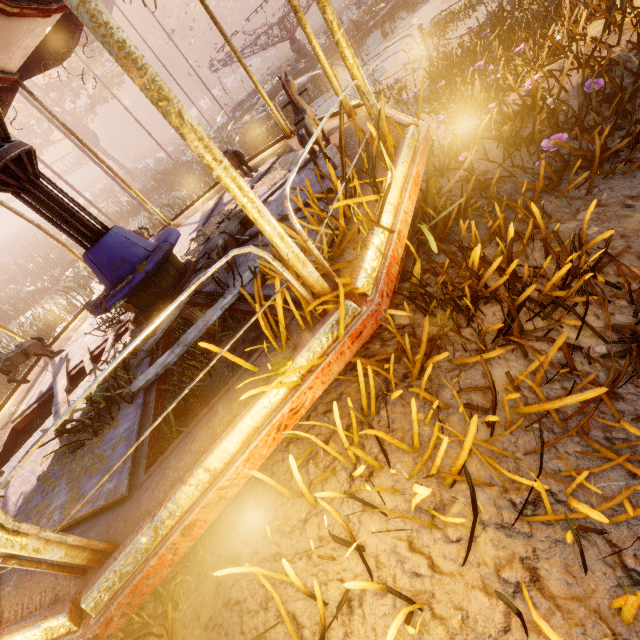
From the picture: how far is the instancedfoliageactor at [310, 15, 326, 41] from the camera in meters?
31.2

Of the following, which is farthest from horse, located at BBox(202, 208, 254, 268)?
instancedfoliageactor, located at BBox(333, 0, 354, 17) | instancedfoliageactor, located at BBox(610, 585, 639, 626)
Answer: instancedfoliageactor, located at BBox(333, 0, 354, 17)

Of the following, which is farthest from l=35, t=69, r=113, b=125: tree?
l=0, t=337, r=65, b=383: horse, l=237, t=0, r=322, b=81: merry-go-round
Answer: l=0, t=337, r=65, b=383: horse

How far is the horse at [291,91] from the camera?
3.38m

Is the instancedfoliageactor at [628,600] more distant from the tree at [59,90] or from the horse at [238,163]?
the tree at [59,90]

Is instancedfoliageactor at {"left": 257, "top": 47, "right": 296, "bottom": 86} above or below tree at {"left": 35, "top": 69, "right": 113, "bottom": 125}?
below

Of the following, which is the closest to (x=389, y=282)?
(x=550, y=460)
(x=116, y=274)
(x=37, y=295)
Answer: (x=550, y=460)

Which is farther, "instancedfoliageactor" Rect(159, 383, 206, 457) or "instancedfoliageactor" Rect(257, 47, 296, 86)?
"instancedfoliageactor" Rect(257, 47, 296, 86)
